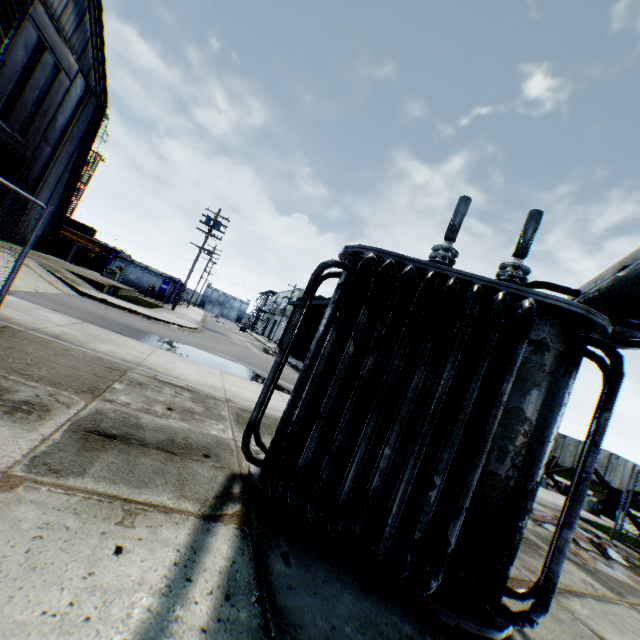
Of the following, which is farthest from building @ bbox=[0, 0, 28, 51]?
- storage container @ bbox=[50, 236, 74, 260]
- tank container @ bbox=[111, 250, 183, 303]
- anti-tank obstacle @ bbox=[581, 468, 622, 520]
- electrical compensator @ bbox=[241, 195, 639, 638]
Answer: anti-tank obstacle @ bbox=[581, 468, 622, 520]

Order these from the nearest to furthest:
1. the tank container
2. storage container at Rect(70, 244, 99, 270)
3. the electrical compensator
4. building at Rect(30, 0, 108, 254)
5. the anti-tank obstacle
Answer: the electrical compensator → the anti-tank obstacle → building at Rect(30, 0, 108, 254) → storage container at Rect(70, 244, 99, 270) → the tank container

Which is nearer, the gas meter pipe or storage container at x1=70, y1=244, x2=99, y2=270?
the gas meter pipe

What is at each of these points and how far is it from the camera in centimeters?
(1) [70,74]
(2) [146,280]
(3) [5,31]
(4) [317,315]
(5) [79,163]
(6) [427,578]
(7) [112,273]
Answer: (1) hanging door, 1733cm
(2) tank container, 3388cm
(3) building, 1902cm
(4) building, 3378cm
(5) building, 2200cm
(6) electrical compensator, 238cm
(7) gas meter pipe, 2898cm

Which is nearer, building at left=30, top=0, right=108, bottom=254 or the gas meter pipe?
building at left=30, top=0, right=108, bottom=254

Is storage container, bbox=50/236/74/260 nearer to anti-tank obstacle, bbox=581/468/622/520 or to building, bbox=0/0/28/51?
building, bbox=0/0/28/51

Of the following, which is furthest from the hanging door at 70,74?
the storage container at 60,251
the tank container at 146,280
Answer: the tank container at 146,280

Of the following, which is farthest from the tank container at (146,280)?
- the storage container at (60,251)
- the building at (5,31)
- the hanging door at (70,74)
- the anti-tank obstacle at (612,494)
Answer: the anti-tank obstacle at (612,494)
